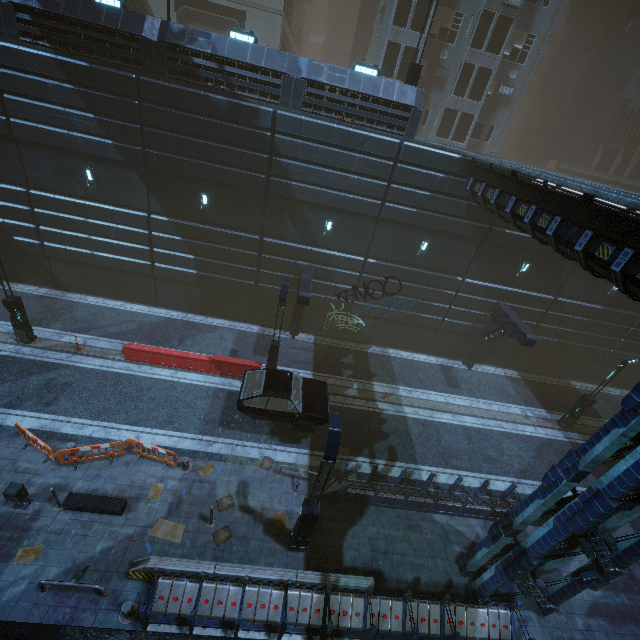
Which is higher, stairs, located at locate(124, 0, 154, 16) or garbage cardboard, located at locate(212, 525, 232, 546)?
stairs, located at locate(124, 0, 154, 16)

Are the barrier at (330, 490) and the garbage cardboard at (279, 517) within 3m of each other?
yes

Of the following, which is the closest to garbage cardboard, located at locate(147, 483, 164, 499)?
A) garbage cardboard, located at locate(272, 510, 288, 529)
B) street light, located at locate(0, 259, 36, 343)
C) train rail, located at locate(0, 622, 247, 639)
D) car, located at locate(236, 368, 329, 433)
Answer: car, located at locate(236, 368, 329, 433)

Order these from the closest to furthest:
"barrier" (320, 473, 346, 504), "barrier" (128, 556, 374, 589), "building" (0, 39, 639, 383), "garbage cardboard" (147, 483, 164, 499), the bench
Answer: "barrier" (128, 556, 374, 589) → the bench → "garbage cardboard" (147, 483, 164, 499) → "barrier" (320, 473, 346, 504) → "building" (0, 39, 639, 383)

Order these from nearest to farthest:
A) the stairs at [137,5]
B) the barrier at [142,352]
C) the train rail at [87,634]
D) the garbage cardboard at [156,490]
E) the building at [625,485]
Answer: the building at [625,485]
the train rail at [87,634]
the garbage cardboard at [156,490]
the barrier at [142,352]
the stairs at [137,5]

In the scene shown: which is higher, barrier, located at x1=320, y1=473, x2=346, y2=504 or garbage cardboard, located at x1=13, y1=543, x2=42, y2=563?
barrier, located at x1=320, y1=473, x2=346, y2=504

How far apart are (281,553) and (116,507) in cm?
560

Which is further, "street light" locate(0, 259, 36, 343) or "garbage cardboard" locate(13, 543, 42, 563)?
"street light" locate(0, 259, 36, 343)
